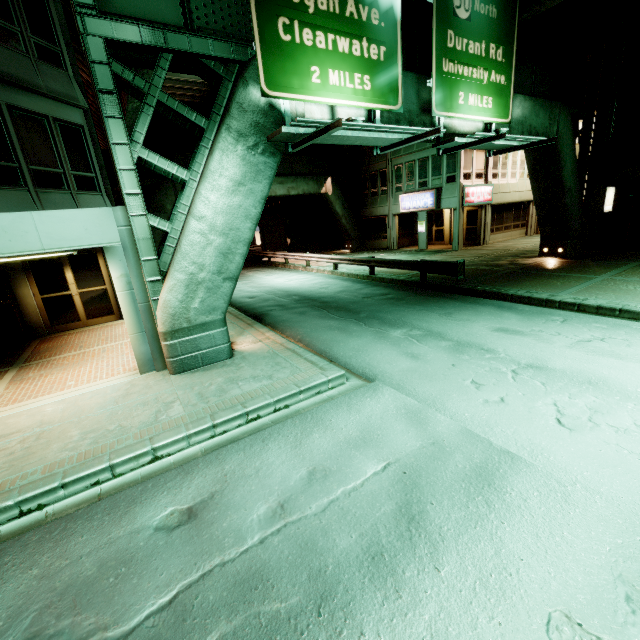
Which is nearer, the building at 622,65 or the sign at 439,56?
the sign at 439,56

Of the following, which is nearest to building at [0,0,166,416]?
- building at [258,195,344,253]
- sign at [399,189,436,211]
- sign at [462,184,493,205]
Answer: building at [258,195,344,253]

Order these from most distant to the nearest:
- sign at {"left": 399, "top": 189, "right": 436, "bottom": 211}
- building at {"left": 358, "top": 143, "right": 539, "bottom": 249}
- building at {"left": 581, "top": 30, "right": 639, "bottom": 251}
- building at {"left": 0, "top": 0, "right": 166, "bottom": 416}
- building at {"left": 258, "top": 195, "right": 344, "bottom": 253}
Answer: building at {"left": 258, "top": 195, "right": 344, "bottom": 253}
sign at {"left": 399, "top": 189, "right": 436, "bottom": 211}
building at {"left": 358, "top": 143, "right": 539, "bottom": 249}
building at {"left": 581, "top": 30, "right": 639, "bottom": 251}
building at {"left": 0, "top": 0, "right": 166, "bottom": 416}

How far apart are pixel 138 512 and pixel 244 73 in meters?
8.3 m

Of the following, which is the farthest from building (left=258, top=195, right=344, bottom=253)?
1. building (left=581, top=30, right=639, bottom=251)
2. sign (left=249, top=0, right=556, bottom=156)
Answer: sign (left=249, top=0, right=556, bottom=156)

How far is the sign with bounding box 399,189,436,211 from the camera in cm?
2397

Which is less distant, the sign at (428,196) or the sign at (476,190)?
the sign at (476,190)

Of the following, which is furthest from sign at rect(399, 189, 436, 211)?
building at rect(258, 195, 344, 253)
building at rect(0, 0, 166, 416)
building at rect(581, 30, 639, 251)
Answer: building at rect(0, 0, 166, 416)
